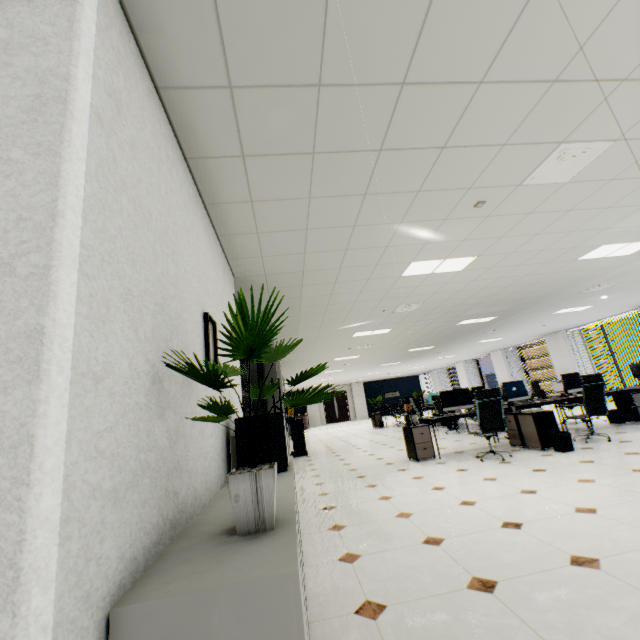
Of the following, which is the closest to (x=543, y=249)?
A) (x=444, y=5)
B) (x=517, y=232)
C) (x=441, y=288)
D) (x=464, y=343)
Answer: (x=517, y=232)

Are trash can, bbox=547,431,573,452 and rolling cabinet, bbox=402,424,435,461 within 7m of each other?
yes

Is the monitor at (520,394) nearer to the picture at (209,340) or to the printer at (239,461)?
the printer at (239,461)

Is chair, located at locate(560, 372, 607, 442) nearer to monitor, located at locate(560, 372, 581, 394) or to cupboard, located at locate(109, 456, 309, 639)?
monitor, located at locate(560, 372, 581, 394)

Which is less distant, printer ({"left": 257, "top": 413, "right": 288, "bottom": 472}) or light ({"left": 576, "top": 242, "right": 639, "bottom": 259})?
printer ({"left": 257, "top": 413, "right": 288, "bottom": 472})

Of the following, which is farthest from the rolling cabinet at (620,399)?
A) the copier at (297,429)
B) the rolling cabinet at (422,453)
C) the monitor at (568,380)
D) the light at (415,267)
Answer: the copier at (297,429)

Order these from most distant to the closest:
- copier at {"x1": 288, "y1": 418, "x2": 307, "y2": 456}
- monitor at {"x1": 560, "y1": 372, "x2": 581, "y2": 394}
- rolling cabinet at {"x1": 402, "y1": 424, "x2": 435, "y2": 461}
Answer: copier at {"x1": 288, "y1": 418, "x2": 307, "y2": 456}, monitor at {"x1": 560, "y1": 372, "x2": 581, "y2": 394}, rolling cabinet at {"x1": 402, "y1": 424, "x2": 435, "y2": 461}

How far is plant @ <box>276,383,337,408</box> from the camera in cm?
135
